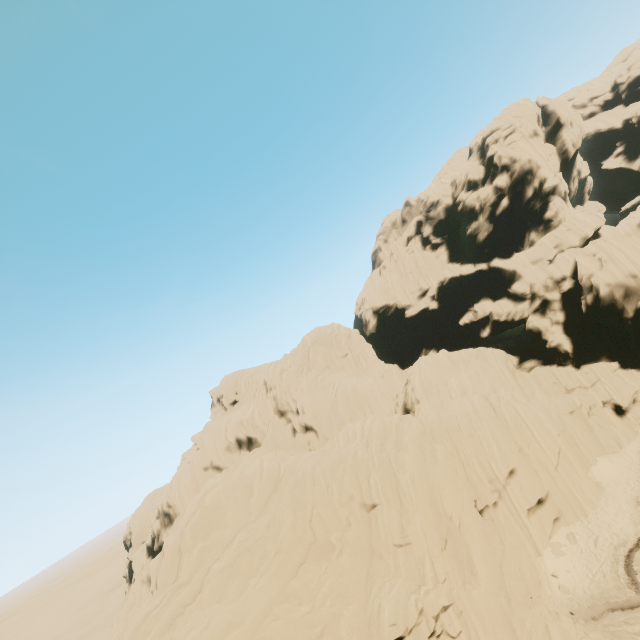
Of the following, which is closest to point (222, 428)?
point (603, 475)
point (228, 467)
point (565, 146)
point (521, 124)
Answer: point (228, 467)
